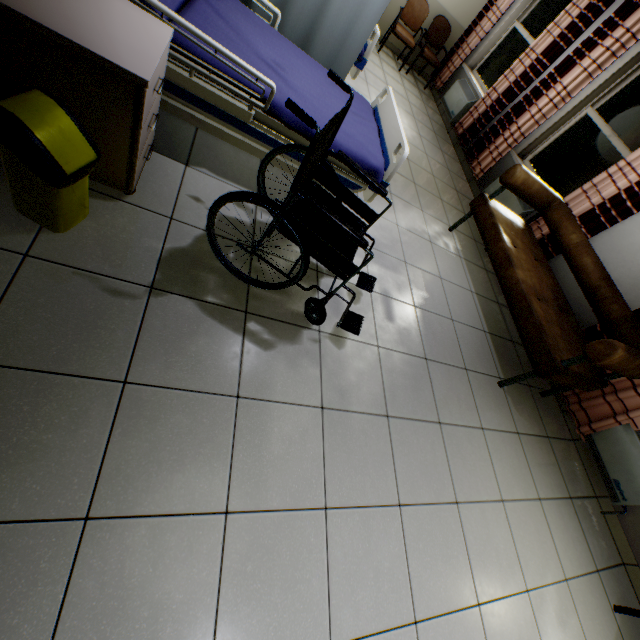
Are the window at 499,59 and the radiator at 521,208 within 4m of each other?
yes

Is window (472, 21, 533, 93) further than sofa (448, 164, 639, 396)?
Yes

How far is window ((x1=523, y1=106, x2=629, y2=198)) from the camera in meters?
3.7

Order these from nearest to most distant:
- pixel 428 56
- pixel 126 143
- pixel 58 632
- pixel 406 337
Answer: pixel 58 632, pixel 126 143, pixel 406 337, pixel 428 56

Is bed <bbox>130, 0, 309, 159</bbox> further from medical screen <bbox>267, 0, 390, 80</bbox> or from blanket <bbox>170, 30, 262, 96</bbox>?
medical screen <bbox>267, 0, 390, 80</bbox>

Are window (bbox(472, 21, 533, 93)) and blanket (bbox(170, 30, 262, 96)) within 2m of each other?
no

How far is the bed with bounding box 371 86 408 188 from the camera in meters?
2.3

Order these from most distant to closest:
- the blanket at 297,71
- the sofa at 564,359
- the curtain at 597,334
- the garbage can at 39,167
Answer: the curtain at 597,334 → the sofa at 564,359 → the blanket at 297,71 → the garbage can at 39,167
